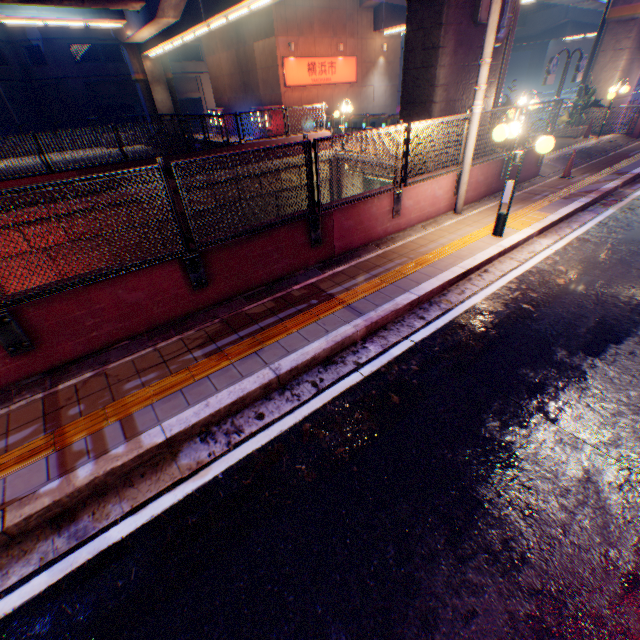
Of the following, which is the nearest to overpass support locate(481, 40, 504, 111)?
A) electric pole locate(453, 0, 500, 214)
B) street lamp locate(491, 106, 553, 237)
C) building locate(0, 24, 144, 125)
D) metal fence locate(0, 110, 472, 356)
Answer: metal fence locate(0, 110, 472, 356)

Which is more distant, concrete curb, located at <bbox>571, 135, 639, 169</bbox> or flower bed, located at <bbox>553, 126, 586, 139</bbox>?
flower bed, located at <bbox>553, 126, 586, 139</bbox>

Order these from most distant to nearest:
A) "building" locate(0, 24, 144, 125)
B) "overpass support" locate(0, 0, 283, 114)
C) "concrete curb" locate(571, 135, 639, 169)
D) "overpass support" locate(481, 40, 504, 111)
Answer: "building" locate(0, 24, 144, 125) < "overpass support" locate(0, 0, 283, 114) < "concrete curb" locate(571, 135, 639, 169) < "overpass support" locate(481, 40, 504, 111)

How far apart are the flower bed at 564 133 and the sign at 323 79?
15.85m

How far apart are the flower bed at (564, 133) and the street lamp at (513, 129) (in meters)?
13.69

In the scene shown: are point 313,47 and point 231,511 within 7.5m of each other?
no

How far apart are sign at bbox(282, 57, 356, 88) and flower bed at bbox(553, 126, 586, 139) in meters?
15.8

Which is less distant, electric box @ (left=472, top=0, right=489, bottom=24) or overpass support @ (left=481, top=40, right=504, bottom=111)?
electric box @ (left=472, top=0, right=489, bottom=24)
